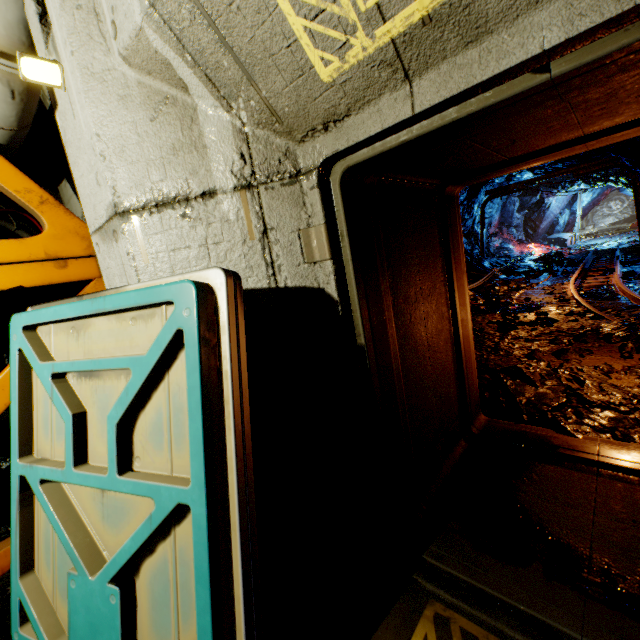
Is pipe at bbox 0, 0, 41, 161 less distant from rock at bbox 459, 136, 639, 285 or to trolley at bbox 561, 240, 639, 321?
rock at bbox 459, 136, 639, 285

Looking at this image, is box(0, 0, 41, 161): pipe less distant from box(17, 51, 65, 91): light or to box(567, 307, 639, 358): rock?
box(17, 51, 65, 91): light

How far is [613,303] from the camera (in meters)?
6.38

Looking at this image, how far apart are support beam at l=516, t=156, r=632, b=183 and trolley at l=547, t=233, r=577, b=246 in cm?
1028

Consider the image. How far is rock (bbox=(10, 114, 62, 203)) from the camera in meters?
3.9

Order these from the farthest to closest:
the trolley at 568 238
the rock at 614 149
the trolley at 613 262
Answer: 1. the trolley at 568 238
2. the rock at 614 149
3. the trolley at 613 262

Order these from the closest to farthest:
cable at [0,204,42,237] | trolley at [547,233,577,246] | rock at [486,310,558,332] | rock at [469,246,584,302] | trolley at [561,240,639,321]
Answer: cable at [0,204,42,237]
rock at [486,310,558,332]
trolley at [561,240,639,321]
rock at [469,246,584,302]
trolley at [547,233,577,246]

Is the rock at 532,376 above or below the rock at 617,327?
below
